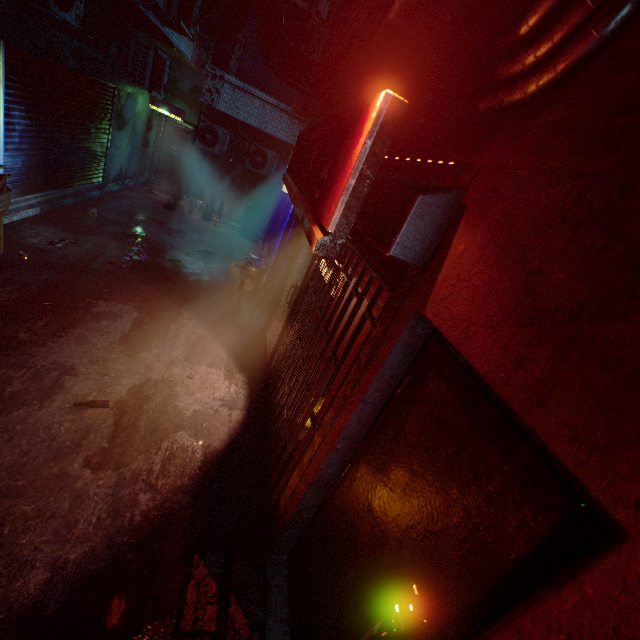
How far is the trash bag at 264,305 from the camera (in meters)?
5.46

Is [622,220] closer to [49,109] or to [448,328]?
[448,328]

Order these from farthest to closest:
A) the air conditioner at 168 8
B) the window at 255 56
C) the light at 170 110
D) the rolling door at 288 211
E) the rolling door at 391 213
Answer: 1. the light at 170 110
2. the window at 255 56
3. the rolling door at 288 211
4. the air conditioner at 168 8
5. the rolling door at 391 213

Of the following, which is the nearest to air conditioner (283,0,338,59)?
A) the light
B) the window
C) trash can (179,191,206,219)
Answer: the window

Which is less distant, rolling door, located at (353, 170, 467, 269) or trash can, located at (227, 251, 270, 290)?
rolling door, located at (353, 170, 467, 269)

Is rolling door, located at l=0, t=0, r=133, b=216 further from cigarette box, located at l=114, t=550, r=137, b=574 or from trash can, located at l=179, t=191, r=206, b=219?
cigarette box, located at l=114, t=550, r=137, b=574

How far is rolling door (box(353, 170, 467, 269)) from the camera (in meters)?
1.38

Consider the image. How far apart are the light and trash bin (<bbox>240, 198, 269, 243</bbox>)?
2.99m
